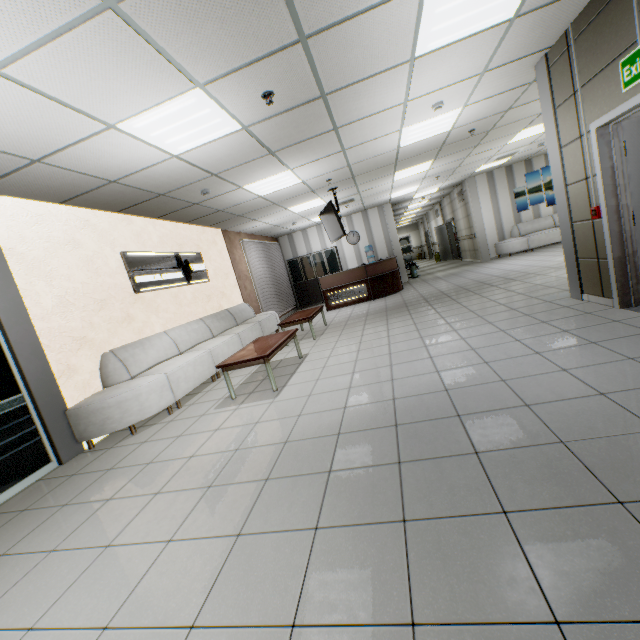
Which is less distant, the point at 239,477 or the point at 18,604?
the point at 18,604

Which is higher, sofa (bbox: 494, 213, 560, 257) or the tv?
the tv

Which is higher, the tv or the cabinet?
the tv

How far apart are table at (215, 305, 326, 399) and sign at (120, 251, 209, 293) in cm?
212

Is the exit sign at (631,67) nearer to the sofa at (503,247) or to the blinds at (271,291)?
the blinds at (271,291)

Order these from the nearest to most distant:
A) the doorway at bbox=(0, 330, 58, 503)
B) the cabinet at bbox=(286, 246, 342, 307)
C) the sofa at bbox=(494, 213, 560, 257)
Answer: the doorway at bbox=(0, 330, 58, 503) < the sofa at bbox=(494, 213, 560, 257) < the cabinet at bbox=(286, 246, 342, 307)

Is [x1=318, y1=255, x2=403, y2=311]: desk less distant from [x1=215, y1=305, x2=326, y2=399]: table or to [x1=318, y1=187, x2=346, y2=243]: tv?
[x1=318, y1=187, x2=346, y2=243]: tv

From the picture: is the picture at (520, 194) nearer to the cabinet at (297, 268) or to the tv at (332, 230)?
the cabinet at (297, 268)
